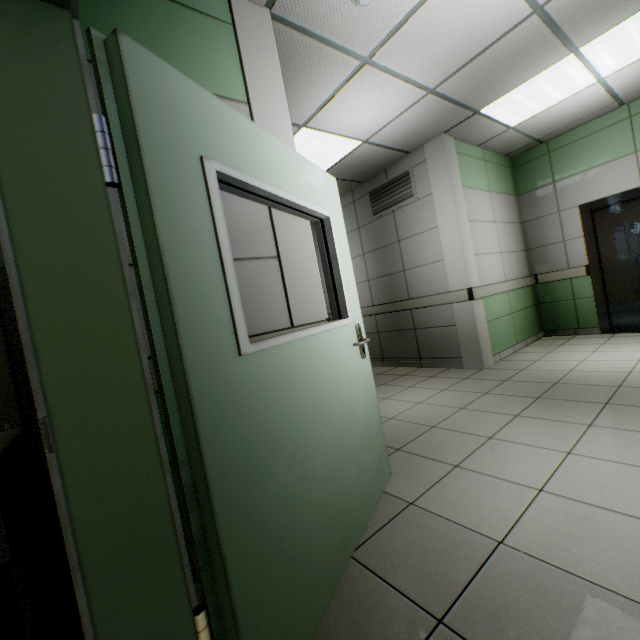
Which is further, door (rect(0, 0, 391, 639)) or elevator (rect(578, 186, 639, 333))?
elevator (rect(578, 186, 639, 333))

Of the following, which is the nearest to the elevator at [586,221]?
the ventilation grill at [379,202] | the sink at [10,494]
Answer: the ventilation grill at [379,202]

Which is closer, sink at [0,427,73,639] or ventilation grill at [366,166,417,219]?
sink at [0,427,73,639]

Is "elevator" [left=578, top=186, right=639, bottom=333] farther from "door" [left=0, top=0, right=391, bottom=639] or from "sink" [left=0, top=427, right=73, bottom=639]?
"sink" [left=0, top=427, right=73, bottom=639]

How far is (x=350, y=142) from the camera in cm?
414

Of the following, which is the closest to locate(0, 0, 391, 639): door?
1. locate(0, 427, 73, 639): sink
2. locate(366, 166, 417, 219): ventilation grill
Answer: locate(0, 427, 73, 639): sink

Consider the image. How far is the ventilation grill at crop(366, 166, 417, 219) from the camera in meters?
4.9
